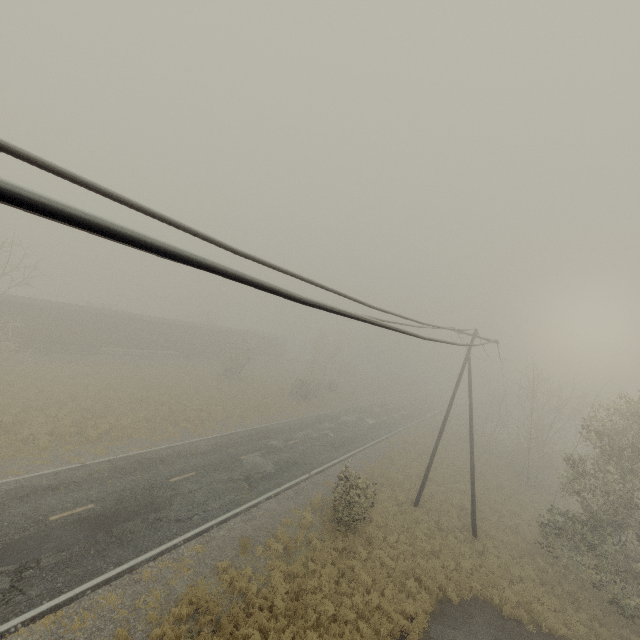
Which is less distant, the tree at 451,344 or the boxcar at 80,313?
the tree at 451,344

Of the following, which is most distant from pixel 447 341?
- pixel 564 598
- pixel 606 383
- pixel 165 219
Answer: pixel 606 383

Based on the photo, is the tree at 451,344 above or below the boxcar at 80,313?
above

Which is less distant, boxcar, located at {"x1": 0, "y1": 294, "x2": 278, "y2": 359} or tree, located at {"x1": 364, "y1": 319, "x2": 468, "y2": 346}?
tree, located at {"x1": 364, "y1": 319, "x2": 468, "y2": 346}

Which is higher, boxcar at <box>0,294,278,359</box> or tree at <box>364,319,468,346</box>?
tree at <box>364,319,468,346</box>

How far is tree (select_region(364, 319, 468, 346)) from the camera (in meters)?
4.09
